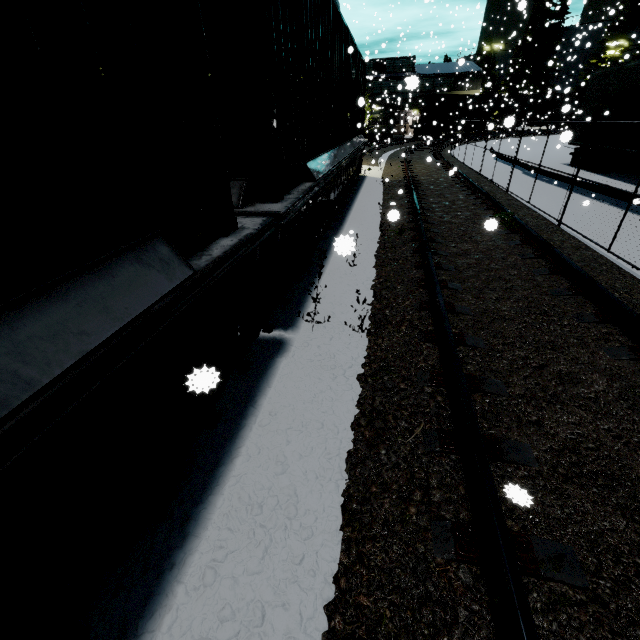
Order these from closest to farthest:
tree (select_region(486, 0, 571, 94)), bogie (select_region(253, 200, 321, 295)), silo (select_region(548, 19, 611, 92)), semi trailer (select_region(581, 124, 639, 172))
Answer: bogie (select_region(253, 200, 321, 295))
semi trailer (select_region(581, 124, 639, 172))
silo (select_region(548, 19, 611, 92))
tree (select_region(486, 0, 571, 94))

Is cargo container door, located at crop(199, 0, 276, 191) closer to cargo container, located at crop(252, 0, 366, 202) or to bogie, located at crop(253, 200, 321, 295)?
cargo container, located at crop(252, 0, 366, 202)

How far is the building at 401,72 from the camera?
39.19m

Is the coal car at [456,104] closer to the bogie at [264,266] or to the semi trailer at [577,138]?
the semi trailer at [577,138]

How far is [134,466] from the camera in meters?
1.7 m

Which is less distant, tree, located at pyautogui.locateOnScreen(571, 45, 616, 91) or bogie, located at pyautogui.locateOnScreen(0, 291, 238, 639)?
bogie, located at pyautogui.locateOnScreen(0, 291, 238, 639)

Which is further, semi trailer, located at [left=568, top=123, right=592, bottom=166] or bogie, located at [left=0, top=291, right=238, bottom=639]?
semi trailer, located at [left=568, top=123, right=592, bottom=166]

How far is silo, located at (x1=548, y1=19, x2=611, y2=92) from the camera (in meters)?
36.79
